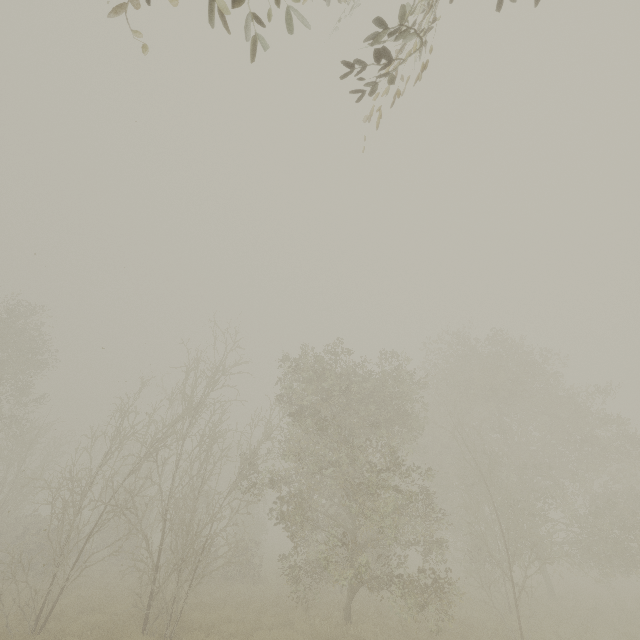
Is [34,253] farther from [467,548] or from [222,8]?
[467,548]
